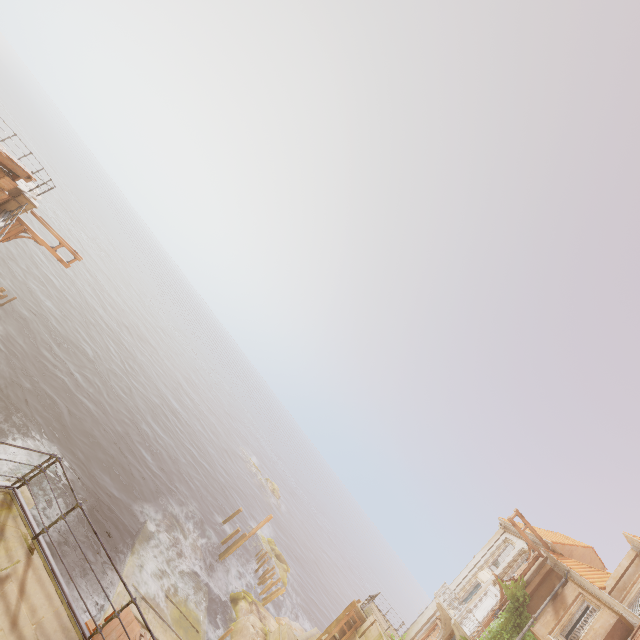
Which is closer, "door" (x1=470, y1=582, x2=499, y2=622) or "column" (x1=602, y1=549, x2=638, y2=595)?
"column" (x1=602, y1=549, x2=638, y2=595)

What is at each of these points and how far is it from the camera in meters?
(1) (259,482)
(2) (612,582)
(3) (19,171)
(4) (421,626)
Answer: (1) rock, 59.8
(2) column, 19.0
(3) wood, 14.3
(4) column, 24.6

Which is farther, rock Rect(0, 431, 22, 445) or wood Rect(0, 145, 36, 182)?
rock Rect(0, 431, 22, 445)

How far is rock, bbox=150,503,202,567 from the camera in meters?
23.9

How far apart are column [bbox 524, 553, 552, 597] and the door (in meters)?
0.50

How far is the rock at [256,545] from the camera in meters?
36.4 m

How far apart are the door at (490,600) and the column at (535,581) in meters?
0.5

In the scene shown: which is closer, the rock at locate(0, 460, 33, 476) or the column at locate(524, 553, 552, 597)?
the rock at locate(0, 460, 33, 476)
